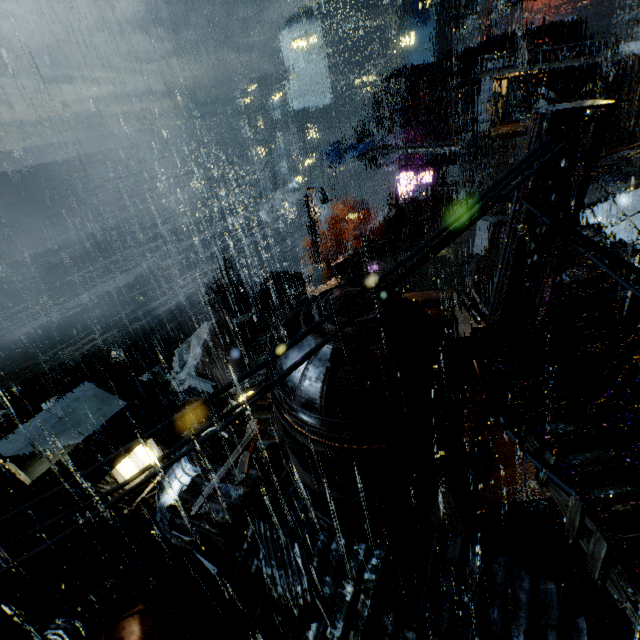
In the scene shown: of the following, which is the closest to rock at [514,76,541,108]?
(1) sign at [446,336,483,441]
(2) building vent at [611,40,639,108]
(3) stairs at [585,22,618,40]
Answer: (3) stairs at [585,22,618,40]

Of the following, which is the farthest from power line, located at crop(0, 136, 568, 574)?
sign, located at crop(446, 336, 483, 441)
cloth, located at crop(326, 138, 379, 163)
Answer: cloth, located at crop(326, 138, 379, 163)

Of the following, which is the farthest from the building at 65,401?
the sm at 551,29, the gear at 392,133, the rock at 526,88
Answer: the rock at 526,88

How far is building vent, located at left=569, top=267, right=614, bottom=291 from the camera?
17.7m

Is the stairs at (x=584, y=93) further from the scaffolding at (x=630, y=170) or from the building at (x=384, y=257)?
the scaffolding at (x=630, y=170)

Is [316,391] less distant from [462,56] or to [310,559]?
[310,559]

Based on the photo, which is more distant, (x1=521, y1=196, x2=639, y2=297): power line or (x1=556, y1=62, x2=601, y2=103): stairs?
(x1=556, y1=62, x2=601, y2=103): stairs

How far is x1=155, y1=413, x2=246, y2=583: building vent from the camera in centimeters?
1414cm
